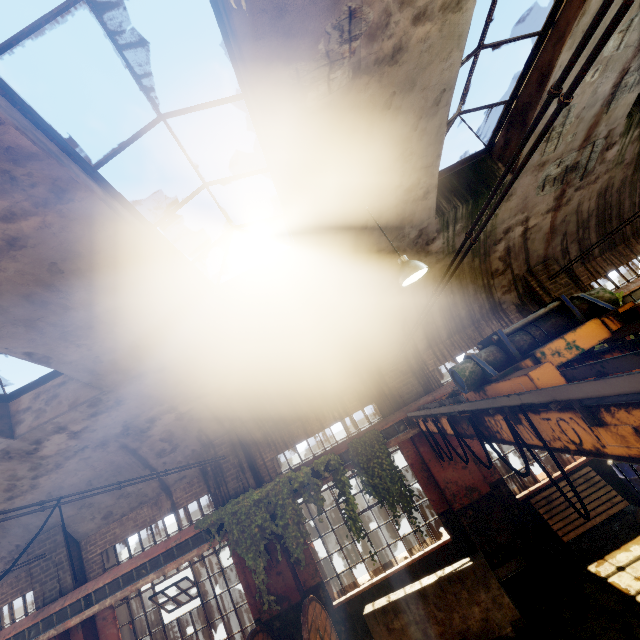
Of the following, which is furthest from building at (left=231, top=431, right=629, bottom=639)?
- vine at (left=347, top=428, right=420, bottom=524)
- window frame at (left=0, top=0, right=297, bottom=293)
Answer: vine at (left=347, top=428, right=420, bottom=524)

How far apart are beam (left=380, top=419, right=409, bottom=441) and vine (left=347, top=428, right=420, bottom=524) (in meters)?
0.04

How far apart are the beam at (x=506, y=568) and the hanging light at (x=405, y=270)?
6.5 meters

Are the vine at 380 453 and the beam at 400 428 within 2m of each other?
yes

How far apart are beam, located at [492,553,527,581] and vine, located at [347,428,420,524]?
1.65m

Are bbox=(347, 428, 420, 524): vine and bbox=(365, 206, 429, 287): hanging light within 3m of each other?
no

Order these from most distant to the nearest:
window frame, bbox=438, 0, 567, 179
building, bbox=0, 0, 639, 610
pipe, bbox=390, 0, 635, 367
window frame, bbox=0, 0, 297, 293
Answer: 1. window frame, bbox=438, 0, 567, 179
2. building, bbox=0, 0, 639, 610
3. window frame, bbox=0, 0, 297, 293
4. pipe, bbox=390, 0, 635, 367

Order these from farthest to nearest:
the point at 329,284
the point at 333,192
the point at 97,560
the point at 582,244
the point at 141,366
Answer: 1. the point at 582,244
2. the point at 97,560
3. the point at 329,284
4. the point at 141,366
5. the point at 333,192
